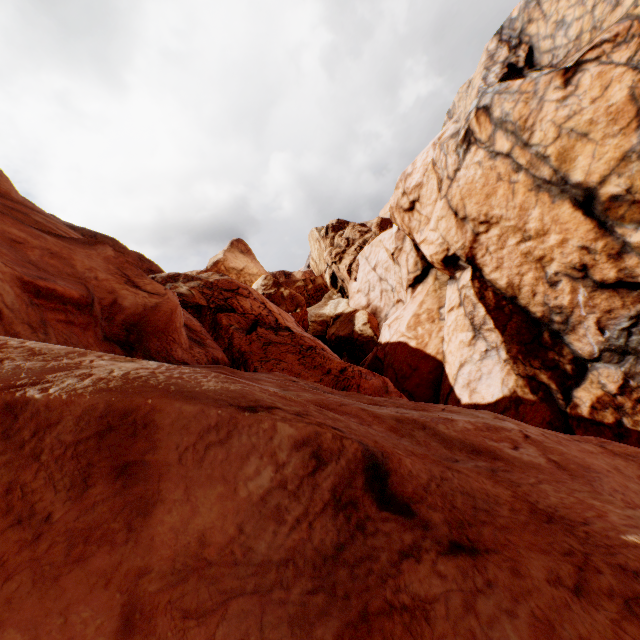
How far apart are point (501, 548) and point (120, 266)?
11.1m
